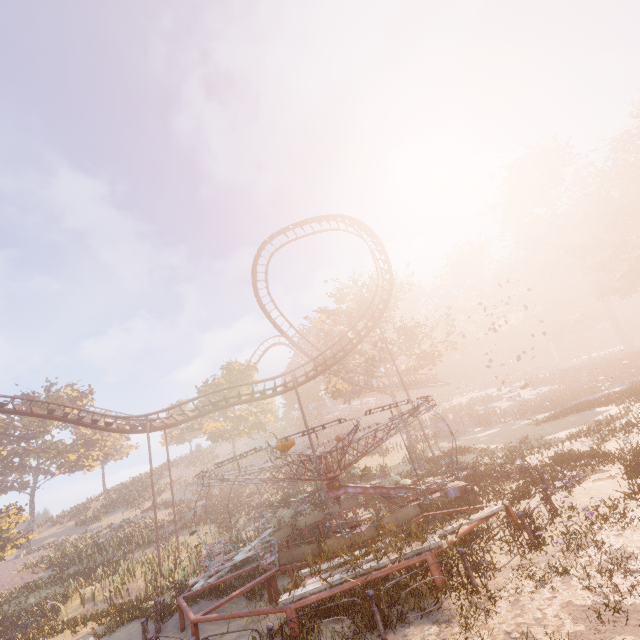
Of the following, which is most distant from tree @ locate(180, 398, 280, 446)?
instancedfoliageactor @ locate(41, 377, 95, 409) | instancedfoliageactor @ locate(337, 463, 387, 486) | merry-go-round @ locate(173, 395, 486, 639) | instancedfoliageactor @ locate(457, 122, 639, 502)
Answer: instancedfoliageactor @ locate(457, 122, 639, 502)

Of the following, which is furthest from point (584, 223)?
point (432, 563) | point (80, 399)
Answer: point (80, 399)

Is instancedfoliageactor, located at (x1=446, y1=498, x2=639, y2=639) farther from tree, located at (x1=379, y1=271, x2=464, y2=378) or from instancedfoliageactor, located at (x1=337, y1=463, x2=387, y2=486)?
tree, located at (x1=379, y1=271, x2=464, y2=378)

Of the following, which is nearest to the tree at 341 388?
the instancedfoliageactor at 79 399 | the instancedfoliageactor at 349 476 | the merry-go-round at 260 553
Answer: the instancedfoliageactor at 349 476

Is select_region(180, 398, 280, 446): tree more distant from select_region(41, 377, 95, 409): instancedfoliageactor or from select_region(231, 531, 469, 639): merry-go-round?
select_region(231, 531, 469, 639): merry-go-round

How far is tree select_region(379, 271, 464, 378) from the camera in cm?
3189

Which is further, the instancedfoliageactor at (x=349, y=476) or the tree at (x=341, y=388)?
the tree at (x=341, y=388)
